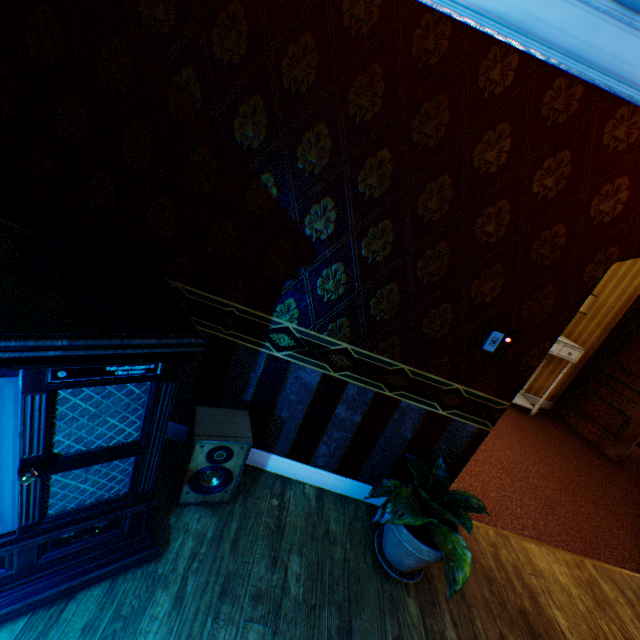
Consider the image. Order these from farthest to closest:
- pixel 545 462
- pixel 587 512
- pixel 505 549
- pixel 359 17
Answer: pixel 545 462, pixel 587 512, pixel 505 549, pixel 359 17

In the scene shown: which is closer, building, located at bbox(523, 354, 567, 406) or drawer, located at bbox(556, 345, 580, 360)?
drawer, located at bbox(556, 345, 580, 360)

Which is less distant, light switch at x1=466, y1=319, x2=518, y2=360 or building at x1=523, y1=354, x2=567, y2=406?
light switch at x1=466, y1=319, x2=518, y2=360

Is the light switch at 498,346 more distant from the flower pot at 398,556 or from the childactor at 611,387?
the childactor at 611,387

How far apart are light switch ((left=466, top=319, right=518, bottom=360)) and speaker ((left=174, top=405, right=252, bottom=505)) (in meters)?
1.55

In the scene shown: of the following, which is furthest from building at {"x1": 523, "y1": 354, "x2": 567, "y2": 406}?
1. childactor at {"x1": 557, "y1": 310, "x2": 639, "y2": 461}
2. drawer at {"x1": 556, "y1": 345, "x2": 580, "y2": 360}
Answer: drawer at {"x1": 556, "y1": 345, "x2": 580, "y2": 360}

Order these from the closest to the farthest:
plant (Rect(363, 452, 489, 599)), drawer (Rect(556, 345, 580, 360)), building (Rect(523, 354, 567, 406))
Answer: plant (Rect(363, 452, 489, 599)) < drawer (Rect(556, 345, 580, 360)) < building (Rect(523, 354, 567, 406))

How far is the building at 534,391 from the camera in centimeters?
566cm
